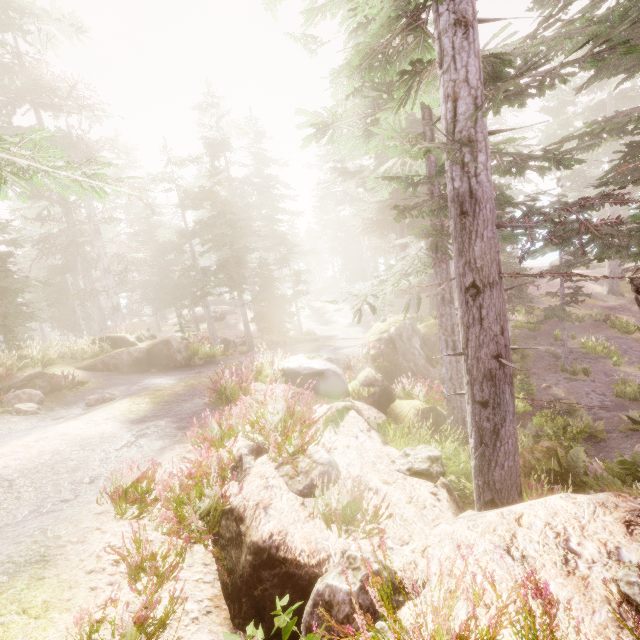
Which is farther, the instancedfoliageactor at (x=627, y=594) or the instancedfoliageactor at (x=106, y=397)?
the instancedfoliageactor at (x=106, y=397)

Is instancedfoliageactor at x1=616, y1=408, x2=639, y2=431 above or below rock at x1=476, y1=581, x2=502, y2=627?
below

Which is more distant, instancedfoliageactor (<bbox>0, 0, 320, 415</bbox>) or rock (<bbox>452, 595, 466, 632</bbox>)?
instancedfoliageactor (<bbox>0, 0, 320, 415</bbox>)

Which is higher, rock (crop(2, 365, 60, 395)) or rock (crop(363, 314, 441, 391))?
rock (crop(2, 365, 60, 395))

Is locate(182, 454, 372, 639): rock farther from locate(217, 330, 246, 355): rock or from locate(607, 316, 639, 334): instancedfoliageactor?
locate(217, 330, 246, 355): rock

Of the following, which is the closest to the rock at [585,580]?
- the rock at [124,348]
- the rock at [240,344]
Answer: the rock at [124,348]

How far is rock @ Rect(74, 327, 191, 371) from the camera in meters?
13.7 m

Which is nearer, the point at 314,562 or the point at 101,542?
the point at 314,562
